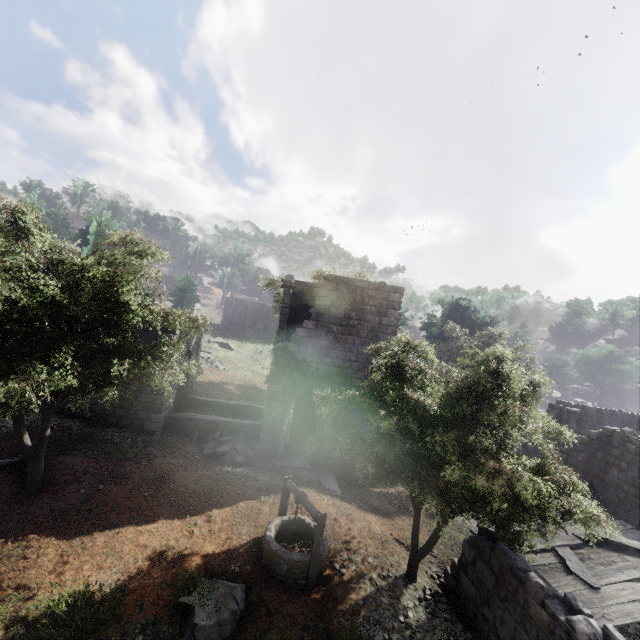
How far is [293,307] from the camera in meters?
21.3 m

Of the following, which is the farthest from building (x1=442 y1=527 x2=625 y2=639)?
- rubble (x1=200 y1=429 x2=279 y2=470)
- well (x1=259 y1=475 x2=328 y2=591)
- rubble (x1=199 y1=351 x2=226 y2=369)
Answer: rubble (x1=199 y1=351 x2=226 y2=369)

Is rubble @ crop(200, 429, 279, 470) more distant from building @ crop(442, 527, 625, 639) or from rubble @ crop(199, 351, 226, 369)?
rubble @ crop(199, 351, 226, 369)

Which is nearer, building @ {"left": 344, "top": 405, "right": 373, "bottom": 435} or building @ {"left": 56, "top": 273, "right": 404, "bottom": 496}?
building @ {"left": 56, "top": 273, "right": 404, "bottom": 496}

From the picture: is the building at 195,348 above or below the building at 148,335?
below

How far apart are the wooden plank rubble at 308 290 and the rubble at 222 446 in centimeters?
754cm

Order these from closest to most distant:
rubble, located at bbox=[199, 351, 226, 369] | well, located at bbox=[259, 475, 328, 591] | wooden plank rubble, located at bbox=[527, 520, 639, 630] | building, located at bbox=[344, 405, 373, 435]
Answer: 1. wooden plank rubble, located at bbox=[527, 520, 639, 630]
2. well, located at bbox=[259, 475, 328, 591]
3. building, located at bbox=[344, 405, 373, 435]
4. rubble, located at bbox=[199, 351, 226, 369]
